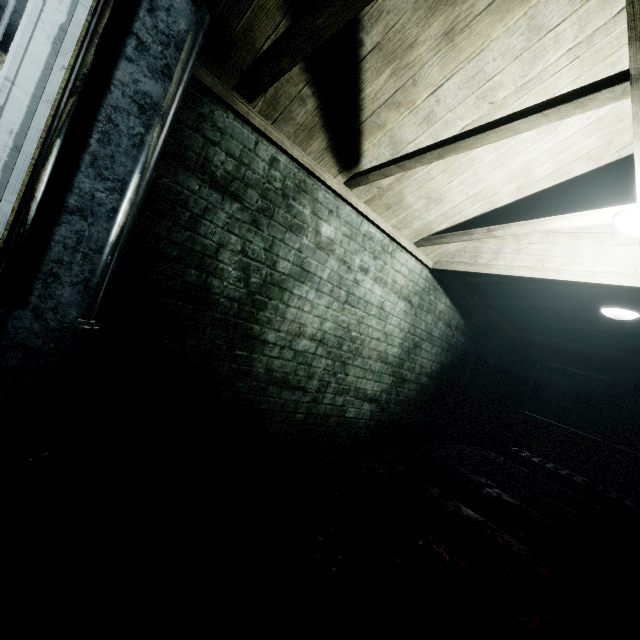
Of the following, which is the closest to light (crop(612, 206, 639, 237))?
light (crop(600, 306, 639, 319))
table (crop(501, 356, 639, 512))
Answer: light (crop(600, 306, 639, 319))

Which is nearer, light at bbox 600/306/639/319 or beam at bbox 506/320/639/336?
light at bbox 600/306/639/319

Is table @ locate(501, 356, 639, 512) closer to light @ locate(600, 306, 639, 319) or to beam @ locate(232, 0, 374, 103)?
light @ locate(600, 306, 639, 319)

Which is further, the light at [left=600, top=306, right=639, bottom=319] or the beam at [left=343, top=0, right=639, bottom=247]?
the light at [left=600, top=306, right=639, bottom=319]

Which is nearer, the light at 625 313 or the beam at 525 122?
the beam at 525 122

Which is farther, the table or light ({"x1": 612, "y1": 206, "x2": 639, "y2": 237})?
the table

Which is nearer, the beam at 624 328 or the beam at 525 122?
the beam at 525 122

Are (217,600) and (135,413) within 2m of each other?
yes
